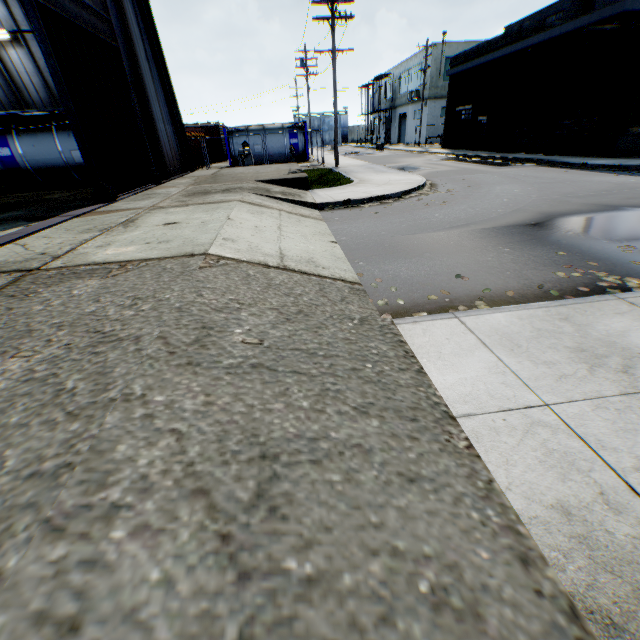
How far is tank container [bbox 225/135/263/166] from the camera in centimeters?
2669cm

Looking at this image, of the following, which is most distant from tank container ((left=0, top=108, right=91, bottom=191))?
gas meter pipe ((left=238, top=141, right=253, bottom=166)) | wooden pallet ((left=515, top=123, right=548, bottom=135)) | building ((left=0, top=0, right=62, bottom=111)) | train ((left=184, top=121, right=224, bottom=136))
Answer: wooden pallet ((left=515, top=123, right=548, bottom=135))

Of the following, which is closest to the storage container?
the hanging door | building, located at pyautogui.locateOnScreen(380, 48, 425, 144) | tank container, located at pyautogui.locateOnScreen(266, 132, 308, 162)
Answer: tank container, located at pyautogui.locateOnScreen(266, 132, 308, 162)

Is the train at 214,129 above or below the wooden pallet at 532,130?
above

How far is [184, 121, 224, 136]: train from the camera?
34.2m

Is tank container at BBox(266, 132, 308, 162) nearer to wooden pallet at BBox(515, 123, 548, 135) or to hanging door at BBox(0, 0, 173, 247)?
hanging door at BBox(0, 0, 173, 247)

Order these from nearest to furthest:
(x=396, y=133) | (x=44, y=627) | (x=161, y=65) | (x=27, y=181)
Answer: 1. (x=44, y=627)
2. (x=27, y=181)
3. (x=161, y=65)
4. (x=396, y=133)

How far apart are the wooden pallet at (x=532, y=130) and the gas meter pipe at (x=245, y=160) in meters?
18.6 m
